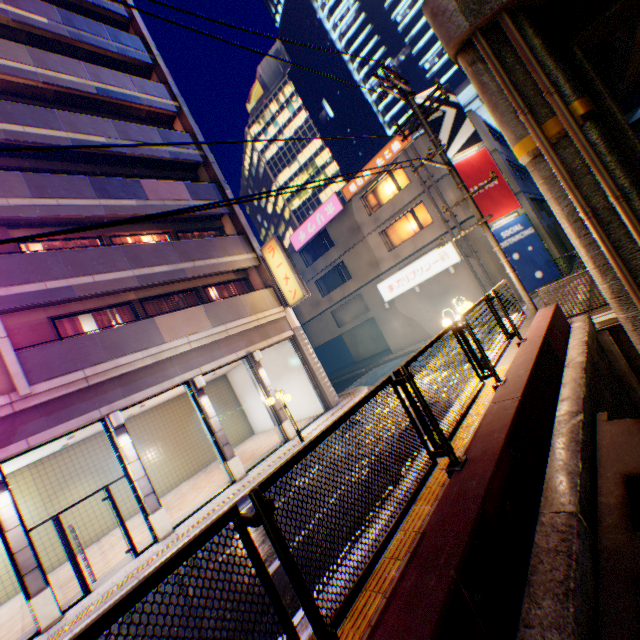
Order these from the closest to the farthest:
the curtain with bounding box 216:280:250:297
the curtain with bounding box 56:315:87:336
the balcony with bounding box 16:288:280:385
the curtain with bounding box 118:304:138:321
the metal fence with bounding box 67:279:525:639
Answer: the metal fence with bounding box 67:279:525:639 < the balcony with bounding box 16:288:280:385 < the curtain with bounding box 56:315:87:336 < the curtain with bounding box 118:304:138:321 < the curtain with bounding box 216:280:250:297

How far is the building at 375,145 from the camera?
49.78m

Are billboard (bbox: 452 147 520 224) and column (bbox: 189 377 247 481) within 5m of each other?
no

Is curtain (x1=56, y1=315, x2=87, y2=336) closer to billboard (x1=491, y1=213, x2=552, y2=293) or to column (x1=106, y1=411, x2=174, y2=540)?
column (x1=106, y1=411, x2=174, y2=540)

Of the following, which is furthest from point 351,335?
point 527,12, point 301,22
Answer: point 301,22

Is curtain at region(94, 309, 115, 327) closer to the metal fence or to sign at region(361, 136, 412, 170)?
the metal fence

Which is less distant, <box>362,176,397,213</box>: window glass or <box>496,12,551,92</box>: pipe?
<box>496,12,551,92</box>: pipe

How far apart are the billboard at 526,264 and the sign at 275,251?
11.7 meters
